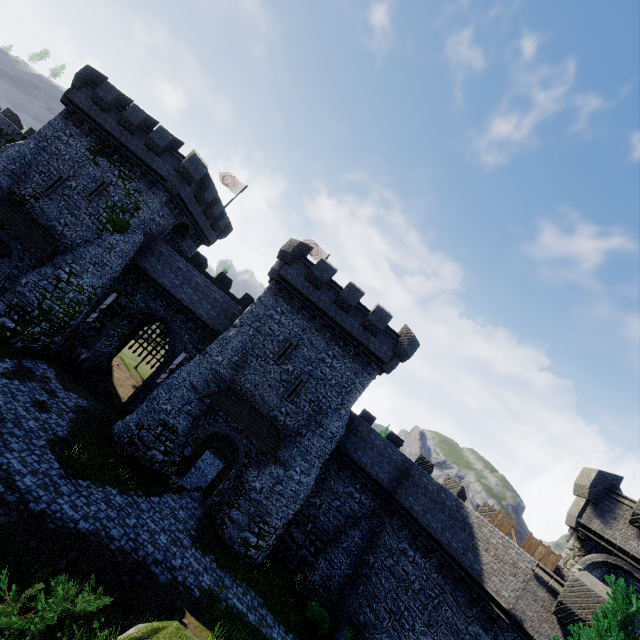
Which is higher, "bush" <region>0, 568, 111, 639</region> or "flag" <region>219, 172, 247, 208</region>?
"flag" <region>219, 172, 247, 208</region>

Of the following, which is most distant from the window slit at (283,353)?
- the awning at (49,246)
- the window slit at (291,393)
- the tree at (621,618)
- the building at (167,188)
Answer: the tree at (621,618)

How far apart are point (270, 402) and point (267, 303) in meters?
6.7

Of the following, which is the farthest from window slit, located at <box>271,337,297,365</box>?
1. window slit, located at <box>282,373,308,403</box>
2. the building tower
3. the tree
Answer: the building tower

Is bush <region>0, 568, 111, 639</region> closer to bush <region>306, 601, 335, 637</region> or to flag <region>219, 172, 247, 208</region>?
bush <region>306, 601, 335, 637</region>

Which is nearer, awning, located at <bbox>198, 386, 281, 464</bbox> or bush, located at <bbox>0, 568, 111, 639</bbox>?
bush, located at <bbox>0, 568, 111, 639</bbox>

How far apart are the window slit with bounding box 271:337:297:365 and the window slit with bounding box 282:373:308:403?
1.3 meters

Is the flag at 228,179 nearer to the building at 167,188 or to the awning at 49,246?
the building at 167,188
